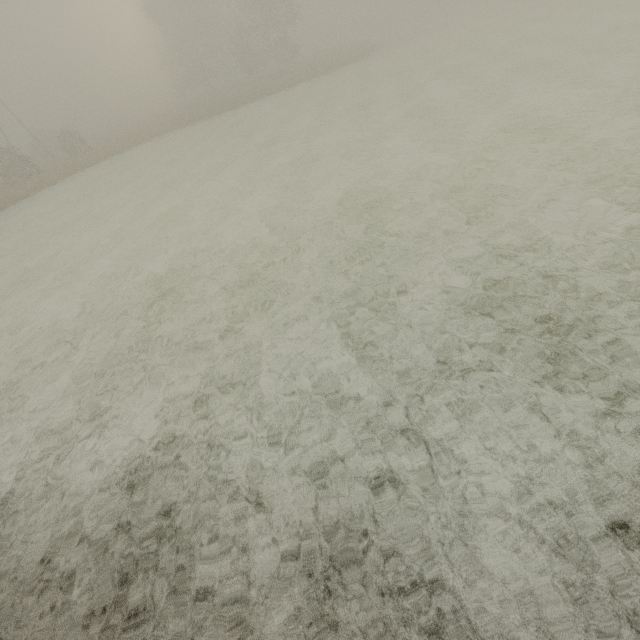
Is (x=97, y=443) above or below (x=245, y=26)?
below
